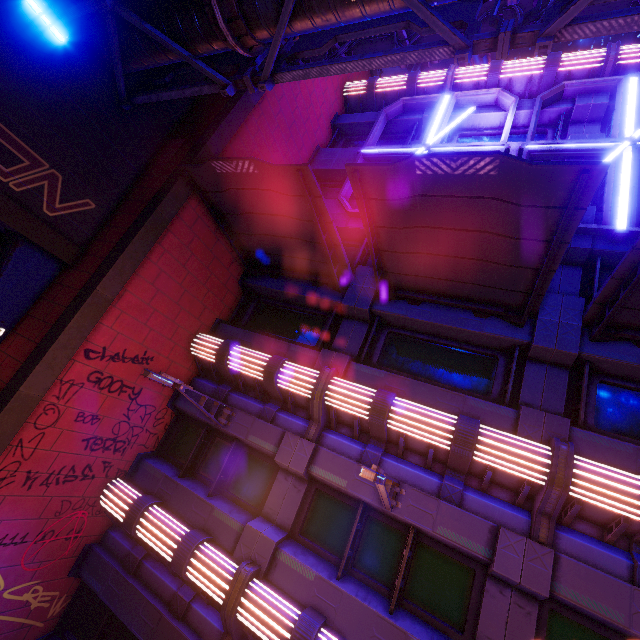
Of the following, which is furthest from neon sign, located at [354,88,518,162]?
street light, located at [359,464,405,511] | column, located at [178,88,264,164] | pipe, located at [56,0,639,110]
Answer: street light, located at [359,464,405,511]

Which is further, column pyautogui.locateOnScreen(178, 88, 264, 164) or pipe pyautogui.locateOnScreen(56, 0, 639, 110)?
column pyautogui.locateOnScreen(178, 88, 264, 164)

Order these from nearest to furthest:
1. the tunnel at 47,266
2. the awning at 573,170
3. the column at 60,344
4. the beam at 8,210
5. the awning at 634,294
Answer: the awning at 573,170 → the awning at 634,294 → the column at 60,344 → the beam at 8,210 → the tunnel at 47,266

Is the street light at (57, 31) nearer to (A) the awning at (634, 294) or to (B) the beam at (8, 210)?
(B) the beam at (8, 210)

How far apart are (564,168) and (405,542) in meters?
7.7

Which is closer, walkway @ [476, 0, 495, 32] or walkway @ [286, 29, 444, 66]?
walkway @ [476, 0, 495, 32]

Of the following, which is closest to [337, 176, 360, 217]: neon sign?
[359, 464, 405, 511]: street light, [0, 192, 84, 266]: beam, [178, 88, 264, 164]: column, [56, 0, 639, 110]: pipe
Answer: [178, 88, 264, 164]: column

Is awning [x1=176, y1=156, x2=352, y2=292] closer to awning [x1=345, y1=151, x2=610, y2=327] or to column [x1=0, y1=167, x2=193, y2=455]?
column [x1=0, y1=167, x2=193, y2=455]
